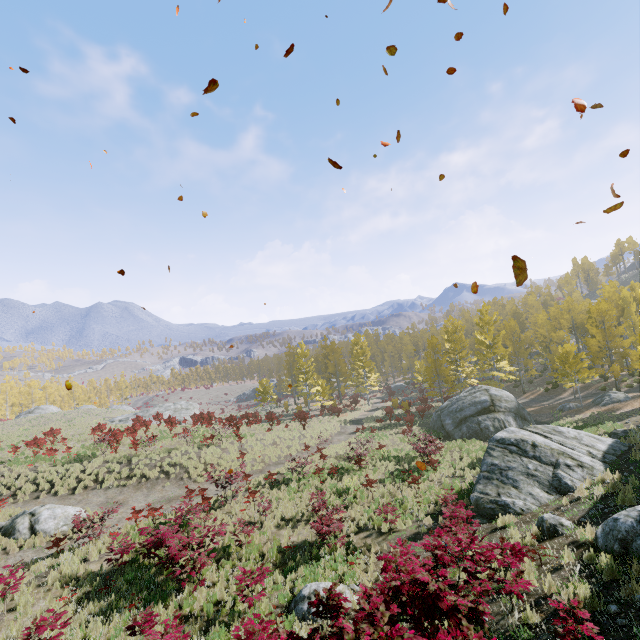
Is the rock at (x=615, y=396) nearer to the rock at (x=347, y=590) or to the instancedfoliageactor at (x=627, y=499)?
the instancedfoliageactor at (x=627, y=499)

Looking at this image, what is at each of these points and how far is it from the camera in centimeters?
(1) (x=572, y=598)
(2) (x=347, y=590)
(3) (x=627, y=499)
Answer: (1) instancedfoliageactor, 538cm
(2) rock, 903cm
(3) instancedfoliageactor, 801cm

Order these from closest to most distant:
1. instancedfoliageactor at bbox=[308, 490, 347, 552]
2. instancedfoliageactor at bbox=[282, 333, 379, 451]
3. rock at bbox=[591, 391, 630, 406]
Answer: instancedfoliageactor at bbox=[308, 490, 347, 552]
rock at bbox=[591, 391, 630, 406]
instancedfoliageactor at bbox=[282, 333, 379, 451]

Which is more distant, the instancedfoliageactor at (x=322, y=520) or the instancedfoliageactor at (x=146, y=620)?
the instancedfoliageactor at (x=322, y=520)

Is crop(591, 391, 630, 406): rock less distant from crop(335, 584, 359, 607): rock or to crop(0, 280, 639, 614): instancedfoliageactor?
crop(0, 280, 639, 614): instancedfoliageactor

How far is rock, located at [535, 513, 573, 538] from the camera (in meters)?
8.06

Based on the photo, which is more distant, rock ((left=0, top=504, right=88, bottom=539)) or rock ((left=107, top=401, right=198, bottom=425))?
rock ((left=107, top=401, right=198, bottom=425))

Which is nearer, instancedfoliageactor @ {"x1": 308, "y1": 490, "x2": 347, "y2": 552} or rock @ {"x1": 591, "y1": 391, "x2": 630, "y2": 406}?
instancedfoliageactor @ {"x1": 308, "y1": 490, "x2": 347, "y2": 552}
